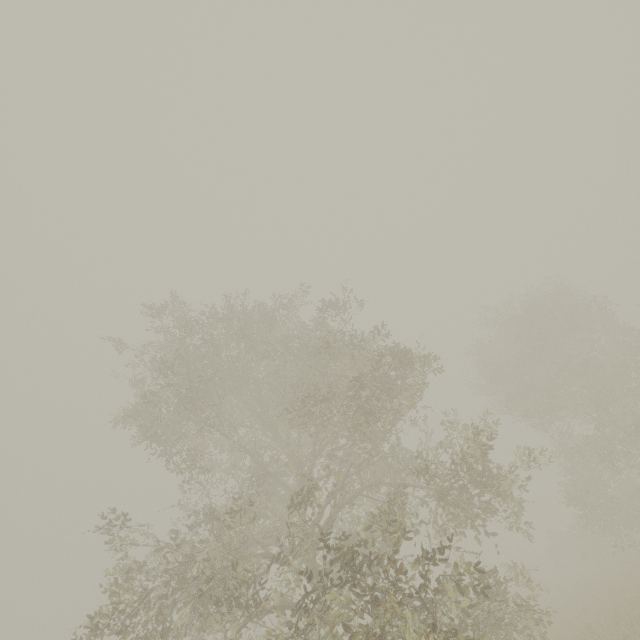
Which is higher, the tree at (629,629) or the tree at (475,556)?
the tree at (475,556)

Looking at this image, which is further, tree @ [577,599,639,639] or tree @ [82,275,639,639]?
tree @ [577,599,639,639]

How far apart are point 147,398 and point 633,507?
31.0 meters

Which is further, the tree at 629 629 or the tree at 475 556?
the tree at 629 629

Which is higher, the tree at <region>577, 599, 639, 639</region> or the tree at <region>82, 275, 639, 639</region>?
the tree at <region>82, 275, 639, 639</region>
